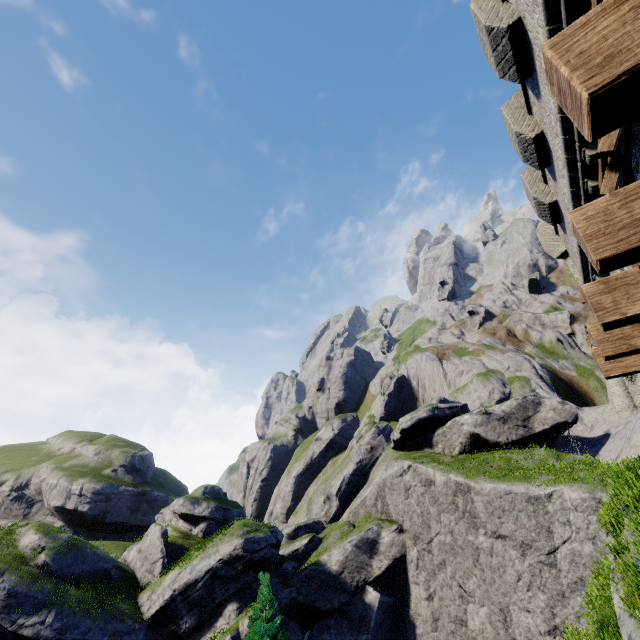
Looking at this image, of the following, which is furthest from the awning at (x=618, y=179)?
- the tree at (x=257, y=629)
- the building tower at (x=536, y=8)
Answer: the tree at (x=257, y=629)

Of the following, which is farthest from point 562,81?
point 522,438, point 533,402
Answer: point 533,402

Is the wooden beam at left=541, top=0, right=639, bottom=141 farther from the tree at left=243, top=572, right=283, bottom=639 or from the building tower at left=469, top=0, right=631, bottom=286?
the tree at left=243, top=572, right=283, bottom=639

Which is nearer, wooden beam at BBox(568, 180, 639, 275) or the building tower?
wooden beam at BBox(568, 180, 639, 275)

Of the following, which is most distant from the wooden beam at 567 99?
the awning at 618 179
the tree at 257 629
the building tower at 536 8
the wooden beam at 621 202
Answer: the tree at 257 629

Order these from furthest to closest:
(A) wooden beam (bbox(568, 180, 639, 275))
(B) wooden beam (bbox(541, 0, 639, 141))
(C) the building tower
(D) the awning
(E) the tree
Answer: (E) the tree → (C) the building tower → (D) the awning → (A) wooden beam (bbox(568, 180, 639, 275)) → (B) wooden beam (bbox(541, 0, 639, 141))

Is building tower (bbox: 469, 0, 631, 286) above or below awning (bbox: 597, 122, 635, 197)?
above

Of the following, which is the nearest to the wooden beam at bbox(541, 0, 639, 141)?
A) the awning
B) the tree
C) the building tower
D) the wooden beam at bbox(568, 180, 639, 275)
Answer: the building tower
